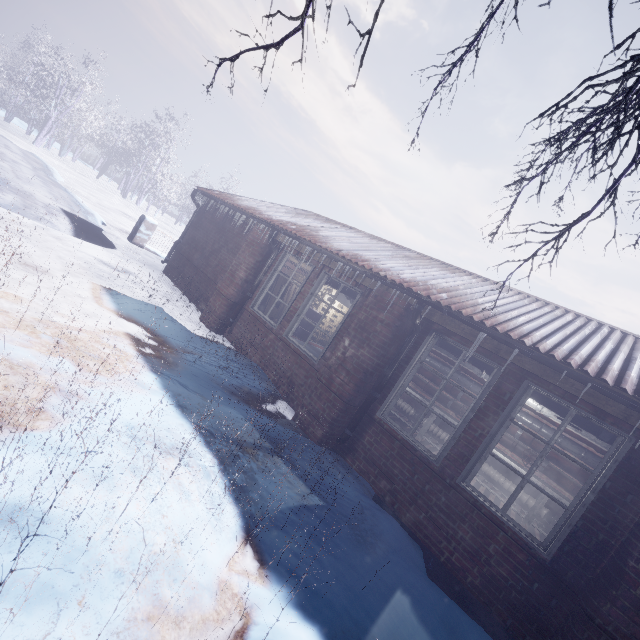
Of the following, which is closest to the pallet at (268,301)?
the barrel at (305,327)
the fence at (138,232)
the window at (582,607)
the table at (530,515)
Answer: the window at (582,607)

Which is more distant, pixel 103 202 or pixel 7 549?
pixel 103 202

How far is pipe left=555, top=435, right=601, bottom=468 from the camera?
5.1 meters

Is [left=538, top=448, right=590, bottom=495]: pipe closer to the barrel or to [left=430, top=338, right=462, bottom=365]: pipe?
[left=430, top=338, right=462, bottom=365]: pipe

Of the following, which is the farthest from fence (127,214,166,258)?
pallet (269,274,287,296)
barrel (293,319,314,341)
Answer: pallet (269,274,287,296)

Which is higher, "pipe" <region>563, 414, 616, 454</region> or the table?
"pipe" <region>563, 414, 616, 454</region>

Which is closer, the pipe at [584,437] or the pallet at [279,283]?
the pipe at [584,437]

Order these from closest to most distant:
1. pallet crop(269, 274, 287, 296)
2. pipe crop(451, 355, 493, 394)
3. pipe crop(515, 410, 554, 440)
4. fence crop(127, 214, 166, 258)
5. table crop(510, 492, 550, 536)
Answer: pipe crop(451, 355, 493, 394)
table crop(510, 492, 550, 536)
pipe crop(515, 410, 554, 440)
pallet crop(269, 274, 287, 296)
fence crop(127, 214, 166, 258)
